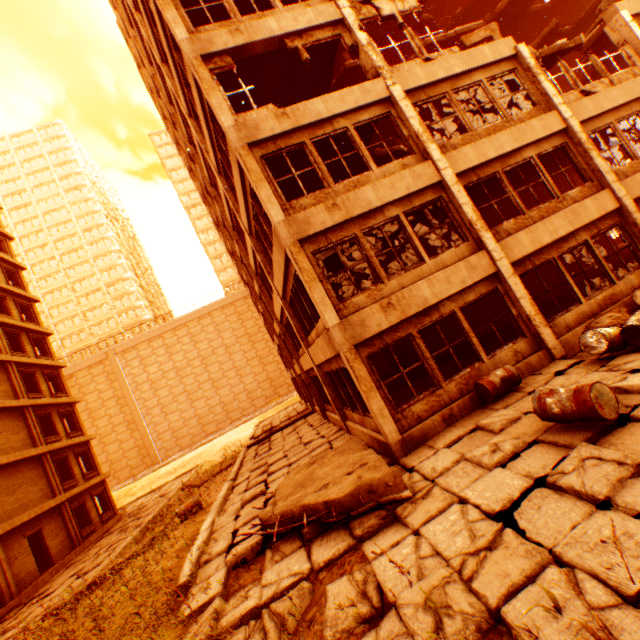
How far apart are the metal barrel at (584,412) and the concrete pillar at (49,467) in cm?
2507

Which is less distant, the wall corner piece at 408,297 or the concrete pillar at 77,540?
the wall corner piece at 408,297

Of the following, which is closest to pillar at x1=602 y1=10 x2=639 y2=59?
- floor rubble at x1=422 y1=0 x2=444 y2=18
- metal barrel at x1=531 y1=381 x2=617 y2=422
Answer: floor rubble at x1=422 y1=0 x2=444 y2=18

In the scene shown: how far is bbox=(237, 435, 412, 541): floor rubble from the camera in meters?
5.7

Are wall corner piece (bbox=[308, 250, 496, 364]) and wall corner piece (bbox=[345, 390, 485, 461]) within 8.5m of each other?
yes

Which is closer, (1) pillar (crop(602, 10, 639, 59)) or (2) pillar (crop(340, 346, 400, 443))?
(2) pillar (crop(340, 346, 400, 443))

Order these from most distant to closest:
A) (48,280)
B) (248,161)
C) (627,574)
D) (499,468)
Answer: (48,280) < (248,161) < (499,468) < (627,574)

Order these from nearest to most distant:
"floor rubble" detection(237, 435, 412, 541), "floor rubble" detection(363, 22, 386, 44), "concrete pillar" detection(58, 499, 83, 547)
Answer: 1. "floor rubble" detection(237, 435, 412, 541)
2. "floor rubble" detection(363, 22, 386, 44)
3. "concrete pillar" detection(58, 499, 83, 547)
